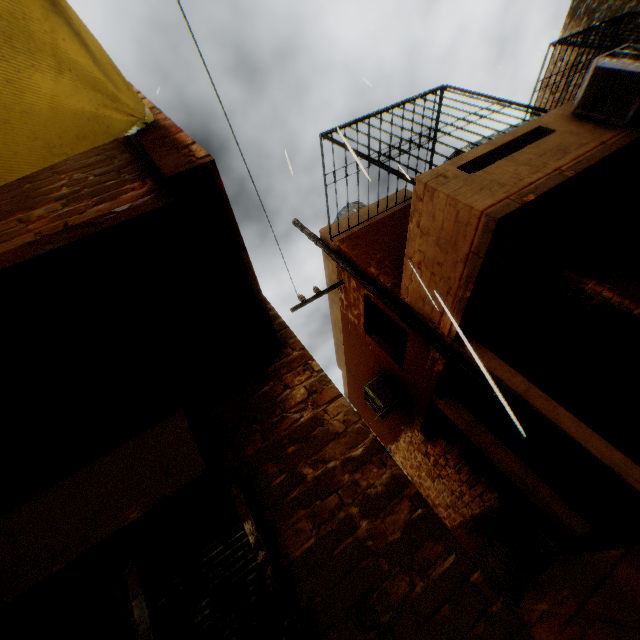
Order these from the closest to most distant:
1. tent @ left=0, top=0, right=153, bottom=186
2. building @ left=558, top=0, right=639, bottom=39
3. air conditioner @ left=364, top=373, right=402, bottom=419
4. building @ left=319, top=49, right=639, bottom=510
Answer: tent @ left=0, top=0, right=153, bottom=186 → building @ left=319, top=49, right=639, bottom=510 → air conditioner @ left=364, top=373, right=402, bottom=419 → building @ left=558, top=0, right=639, bottom=39

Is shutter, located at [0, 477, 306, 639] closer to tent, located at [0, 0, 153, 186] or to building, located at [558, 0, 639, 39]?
building, located at [558, 0, 639, 39]

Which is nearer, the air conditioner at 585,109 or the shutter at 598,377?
the air conditioner at 585,109

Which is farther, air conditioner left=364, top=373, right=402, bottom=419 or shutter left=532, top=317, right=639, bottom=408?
air conditioner left=364, top=373, right=402, bottom=419

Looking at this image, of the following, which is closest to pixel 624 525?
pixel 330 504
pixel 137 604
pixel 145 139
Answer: pixel 330 504

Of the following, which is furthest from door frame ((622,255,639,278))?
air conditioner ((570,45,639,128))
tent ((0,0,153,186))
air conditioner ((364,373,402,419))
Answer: tent ((0,0,153,186))

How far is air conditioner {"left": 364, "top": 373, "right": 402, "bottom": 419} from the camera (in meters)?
Answer: 8.49

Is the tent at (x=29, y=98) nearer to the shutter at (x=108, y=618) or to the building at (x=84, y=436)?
the building at (x=84, y=436)
